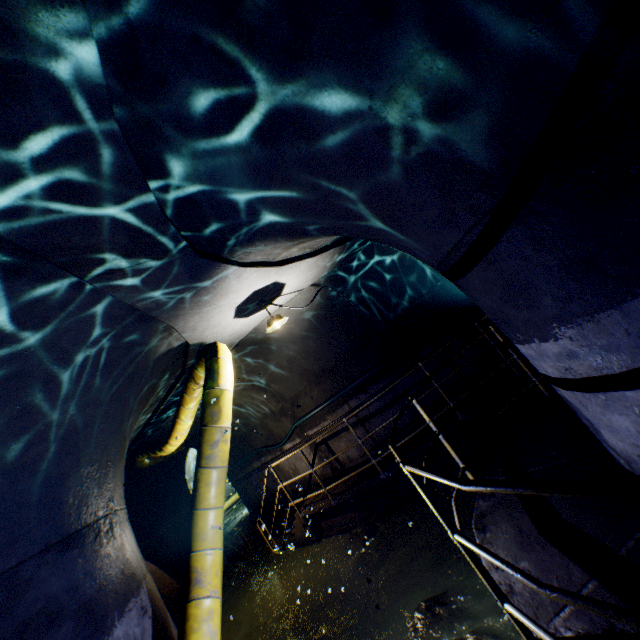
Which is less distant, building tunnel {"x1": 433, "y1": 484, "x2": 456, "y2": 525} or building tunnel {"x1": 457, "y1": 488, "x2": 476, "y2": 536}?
building tunnel {"x1": 457, "y1": 488, "x2": 476, "y2": 536}

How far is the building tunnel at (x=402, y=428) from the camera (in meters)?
7.48

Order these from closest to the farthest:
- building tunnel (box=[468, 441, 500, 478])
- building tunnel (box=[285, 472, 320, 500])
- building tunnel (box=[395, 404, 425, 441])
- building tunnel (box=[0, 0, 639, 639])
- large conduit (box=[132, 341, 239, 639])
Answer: building tunnel (box=[0, 0, 639, 639])
large conduit (box=[132, 341, 239, 639])
building tunnel (box=[468, 441, 500, 478])
building tunnel (box=[395, 404, 425, 441])
building tunnel (box=[285, 472, 320, 500])

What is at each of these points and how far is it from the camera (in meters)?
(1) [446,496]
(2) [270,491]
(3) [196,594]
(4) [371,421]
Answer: (1) building tunnel, 5.91
(2) building tunnel, 10.39
(3) large conduit, 3.43
(4) building tunnel, 7.63

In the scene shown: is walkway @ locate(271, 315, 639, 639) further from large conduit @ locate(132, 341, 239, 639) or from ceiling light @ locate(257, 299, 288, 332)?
ceiling light @ locate(257, 299, 288, 332)

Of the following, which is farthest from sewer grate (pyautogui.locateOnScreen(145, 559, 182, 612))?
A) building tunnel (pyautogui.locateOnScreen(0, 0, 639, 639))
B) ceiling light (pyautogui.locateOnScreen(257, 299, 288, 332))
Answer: ceiling light (pyautogui.locateOnScreen(257, 299, 288, 332))

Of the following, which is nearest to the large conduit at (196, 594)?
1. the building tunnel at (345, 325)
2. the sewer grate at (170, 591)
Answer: the building tunnel at (345, 325)
